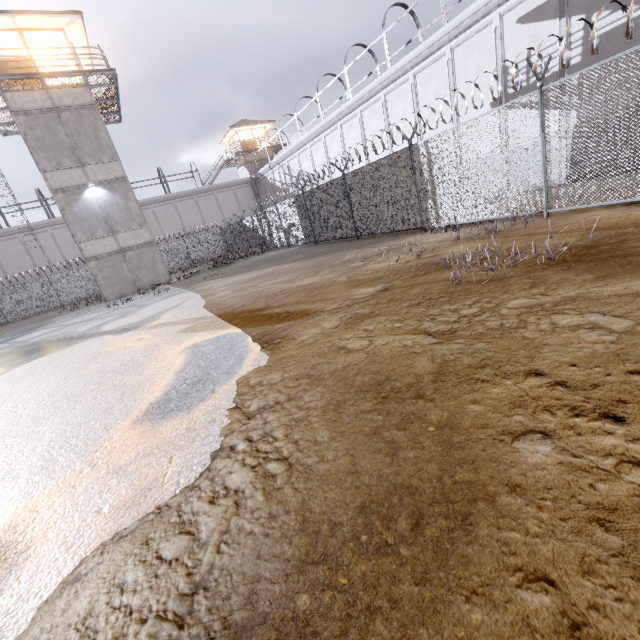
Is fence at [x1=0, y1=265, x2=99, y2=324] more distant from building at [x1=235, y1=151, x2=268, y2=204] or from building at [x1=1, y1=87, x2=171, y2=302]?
building at [x1=235, y1=151, x2=268, y2=204]

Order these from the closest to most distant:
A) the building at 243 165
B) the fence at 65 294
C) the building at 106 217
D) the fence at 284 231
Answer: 1. the fence at 284 231
2. the building at 106 217
3. the fence at 65 294
4. the building at 243 165

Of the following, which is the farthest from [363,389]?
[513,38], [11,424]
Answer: [513,38]

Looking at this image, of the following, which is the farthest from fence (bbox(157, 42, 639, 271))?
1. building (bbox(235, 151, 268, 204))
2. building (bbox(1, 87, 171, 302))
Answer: building (bbox(235, 151, 268, 204))

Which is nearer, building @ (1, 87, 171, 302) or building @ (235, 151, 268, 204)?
building @ (1, 87, 171, 302)

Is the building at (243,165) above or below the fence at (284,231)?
above
